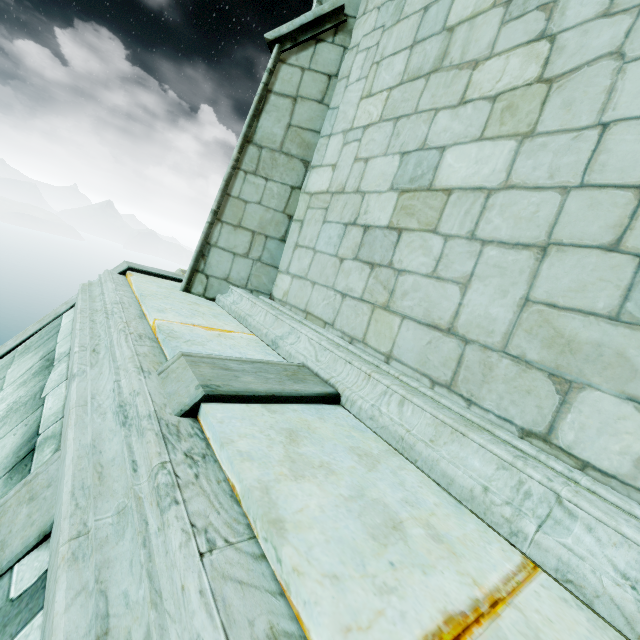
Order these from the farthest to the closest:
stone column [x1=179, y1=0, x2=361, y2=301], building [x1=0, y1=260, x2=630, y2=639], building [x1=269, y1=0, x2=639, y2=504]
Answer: stone column [x1=179, y1=0, x2=361, y2=301] → building [x1=269, y1=0, x2=639, y2=504] → building [x1=0, y1=260, x2=630, y2=639]

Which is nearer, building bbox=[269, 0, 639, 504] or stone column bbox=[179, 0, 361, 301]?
building bbox=[269, 0, 639, 504]

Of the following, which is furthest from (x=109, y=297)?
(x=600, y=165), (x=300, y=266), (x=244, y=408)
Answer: (x=600, y=165)

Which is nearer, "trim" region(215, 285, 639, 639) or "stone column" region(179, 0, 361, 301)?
"trim" region(215, 285, 639, 639)

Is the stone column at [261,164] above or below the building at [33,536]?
above

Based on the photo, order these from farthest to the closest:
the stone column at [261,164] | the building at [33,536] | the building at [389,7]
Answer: the stone column at [261,164] < the building at [389,7] < the building at [33,536]

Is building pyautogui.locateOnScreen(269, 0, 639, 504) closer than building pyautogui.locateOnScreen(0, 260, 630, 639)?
No
